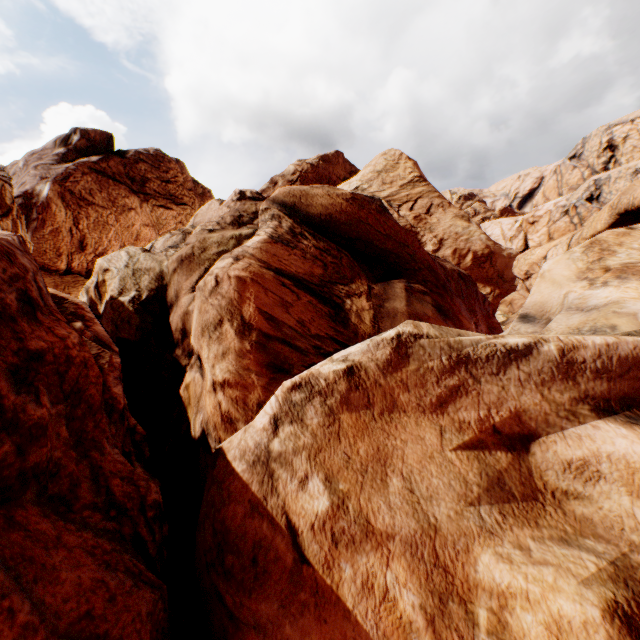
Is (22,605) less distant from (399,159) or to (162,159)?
(162,159)
